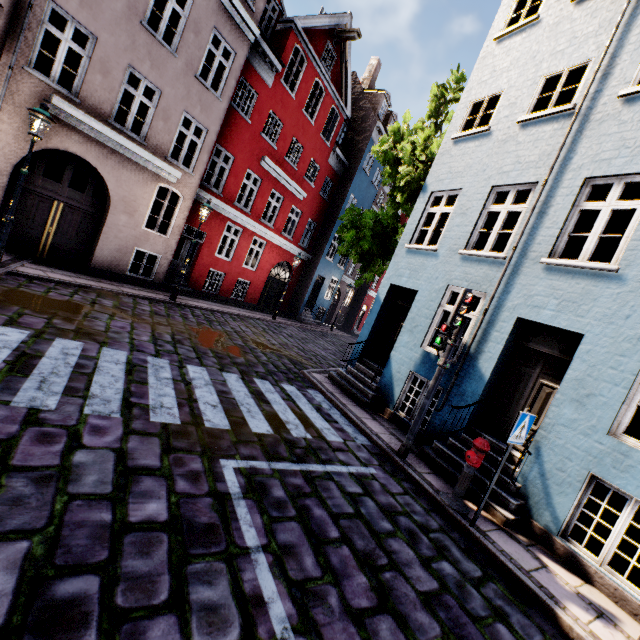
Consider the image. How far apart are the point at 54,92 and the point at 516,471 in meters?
14.1

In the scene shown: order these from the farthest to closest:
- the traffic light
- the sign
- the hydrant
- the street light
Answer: the street light < the traffic light < the hydrant < the sign

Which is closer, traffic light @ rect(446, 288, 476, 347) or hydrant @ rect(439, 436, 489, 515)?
hydrant @ rect(439, 436, 489, 515)

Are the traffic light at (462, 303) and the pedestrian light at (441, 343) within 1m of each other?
yes

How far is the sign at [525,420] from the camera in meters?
4.6 m

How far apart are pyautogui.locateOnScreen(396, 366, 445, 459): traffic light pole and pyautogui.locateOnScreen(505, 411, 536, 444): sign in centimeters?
156cm

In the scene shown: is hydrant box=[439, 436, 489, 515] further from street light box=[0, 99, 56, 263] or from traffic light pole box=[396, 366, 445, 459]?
street light box=[0, 99, 56, 263]

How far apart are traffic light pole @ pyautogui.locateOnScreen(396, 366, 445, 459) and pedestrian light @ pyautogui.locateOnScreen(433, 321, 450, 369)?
0.0m
